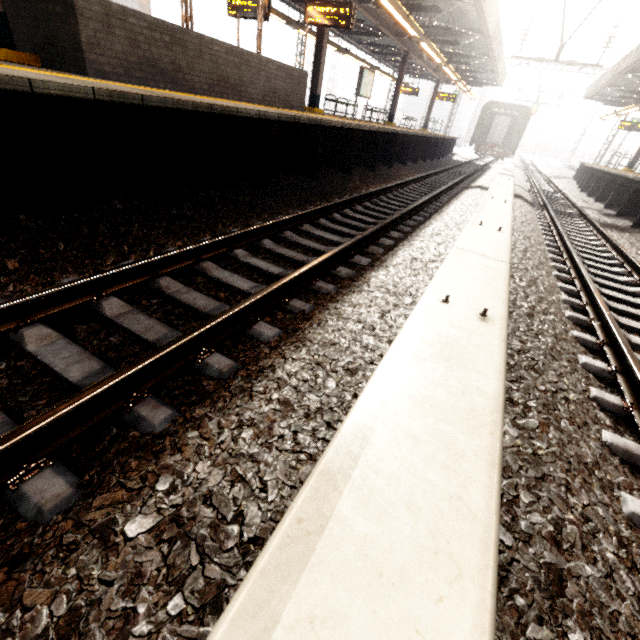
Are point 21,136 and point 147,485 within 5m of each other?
yes

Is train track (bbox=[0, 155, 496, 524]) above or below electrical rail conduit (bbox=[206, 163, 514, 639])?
below

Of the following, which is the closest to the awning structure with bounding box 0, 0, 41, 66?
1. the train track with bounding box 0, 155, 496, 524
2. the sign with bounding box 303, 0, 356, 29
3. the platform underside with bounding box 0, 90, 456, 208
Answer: the sign with bounding box 303, 0, 356, 29

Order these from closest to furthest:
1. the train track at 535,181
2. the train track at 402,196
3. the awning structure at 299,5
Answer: the train track at 402,196
the train track at 535,181
the awning structure at 299,5

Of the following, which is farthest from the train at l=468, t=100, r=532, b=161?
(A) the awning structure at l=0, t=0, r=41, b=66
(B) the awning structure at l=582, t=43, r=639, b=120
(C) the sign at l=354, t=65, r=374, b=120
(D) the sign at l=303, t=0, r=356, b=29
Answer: (D) the sign at l=303, t=0, r=356, b=29

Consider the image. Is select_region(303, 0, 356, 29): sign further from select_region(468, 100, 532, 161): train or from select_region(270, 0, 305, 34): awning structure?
select_region(468, 100, 532, 161): train

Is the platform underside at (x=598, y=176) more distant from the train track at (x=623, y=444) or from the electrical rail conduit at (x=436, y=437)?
the electrical rail conduit at (x=436, y=437)

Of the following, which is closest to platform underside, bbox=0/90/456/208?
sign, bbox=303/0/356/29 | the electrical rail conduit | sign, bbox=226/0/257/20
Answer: sign, bbox=303/0/356/29
